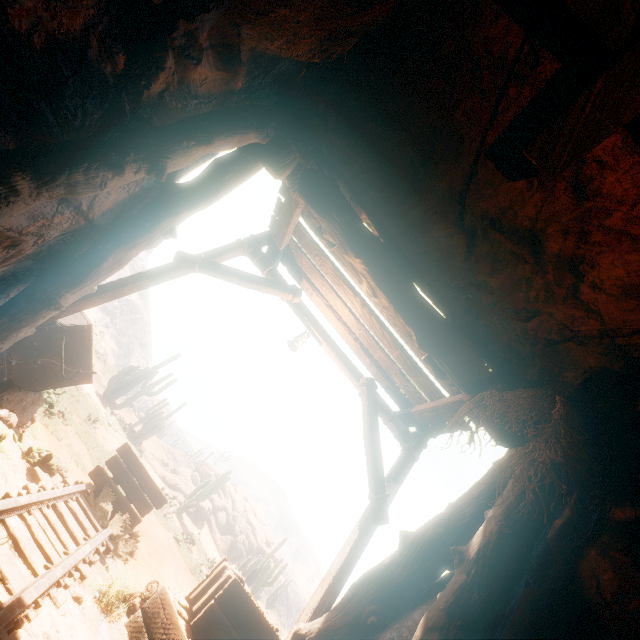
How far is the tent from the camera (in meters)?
3.51

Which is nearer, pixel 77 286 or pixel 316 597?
pixel 77 286

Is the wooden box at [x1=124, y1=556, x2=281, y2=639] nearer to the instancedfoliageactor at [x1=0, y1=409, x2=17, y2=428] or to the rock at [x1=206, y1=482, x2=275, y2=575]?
the instancedfoliageactor at [x1=0, y1=409, x2=17, y2=428]

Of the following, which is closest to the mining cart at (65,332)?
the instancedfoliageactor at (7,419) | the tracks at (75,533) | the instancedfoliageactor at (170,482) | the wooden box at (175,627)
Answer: the instancedfoliageactor at (7,419)

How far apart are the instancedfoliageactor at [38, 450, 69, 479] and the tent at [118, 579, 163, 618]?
1.54m

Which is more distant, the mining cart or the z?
the mining cart

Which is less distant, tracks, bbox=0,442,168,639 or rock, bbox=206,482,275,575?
tracks, bbox=0,442,168,639

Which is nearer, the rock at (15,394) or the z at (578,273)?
the z at (578,273)
